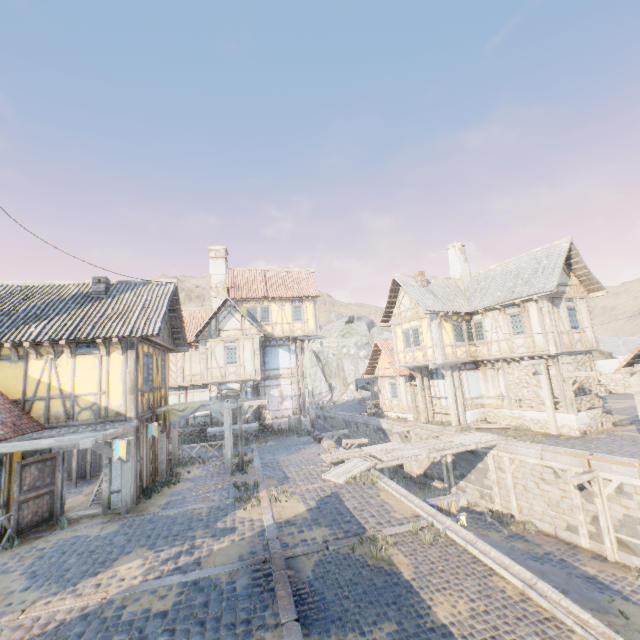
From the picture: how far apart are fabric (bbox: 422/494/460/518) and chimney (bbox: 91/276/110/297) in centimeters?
1423cm

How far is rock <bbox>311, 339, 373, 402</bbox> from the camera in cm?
5553

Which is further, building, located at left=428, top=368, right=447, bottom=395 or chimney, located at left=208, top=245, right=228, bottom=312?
chimney, located at left=208, top=245, right=228, bottom=312

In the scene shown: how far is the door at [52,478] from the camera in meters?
9.3

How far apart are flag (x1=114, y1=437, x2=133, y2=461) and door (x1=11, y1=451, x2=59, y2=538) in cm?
389

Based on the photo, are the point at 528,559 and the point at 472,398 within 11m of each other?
yes

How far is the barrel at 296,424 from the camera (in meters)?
22.42

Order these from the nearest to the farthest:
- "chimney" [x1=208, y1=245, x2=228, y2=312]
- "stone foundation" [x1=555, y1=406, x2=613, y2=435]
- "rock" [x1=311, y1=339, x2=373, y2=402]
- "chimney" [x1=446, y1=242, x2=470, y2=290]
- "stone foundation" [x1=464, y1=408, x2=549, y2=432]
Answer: "stone foundation" [x1=555, y1=406, x2=613, y2=435], "stone foundation" [x1=464, y1=408, x2=549, y2=432], "chimney" [x1=446, y1=242, x2=470, y2=290], "chimney" [x1=208, y1=245, x2=228, y2=312], "rock" [x1=311, y1=339, x2=373, y2=402]
